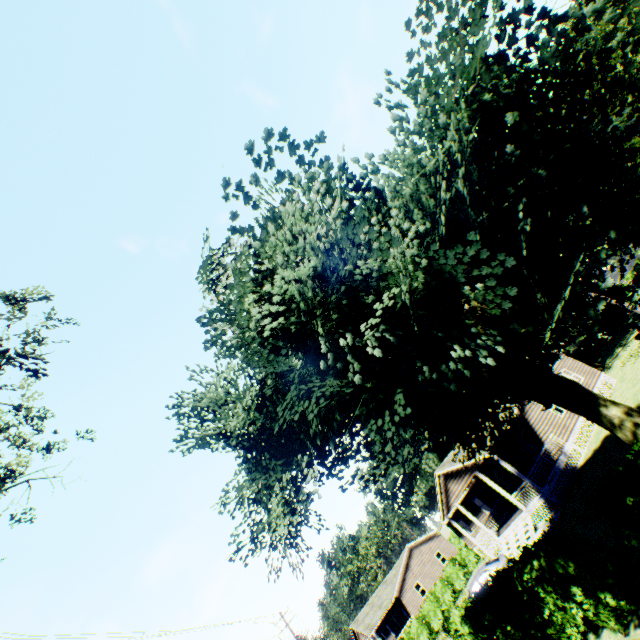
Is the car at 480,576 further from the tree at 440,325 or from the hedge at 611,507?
the hedge at 611,507

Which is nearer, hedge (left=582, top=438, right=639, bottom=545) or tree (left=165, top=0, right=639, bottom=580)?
tree (left=165, top=0, right=639, bottom=580)

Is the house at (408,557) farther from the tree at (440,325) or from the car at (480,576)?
the tree at (440,325)

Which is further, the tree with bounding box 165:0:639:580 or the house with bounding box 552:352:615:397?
the house with bounding box 552:352:615:397

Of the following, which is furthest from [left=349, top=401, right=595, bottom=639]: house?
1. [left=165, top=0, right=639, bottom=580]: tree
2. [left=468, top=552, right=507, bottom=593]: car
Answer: [left=165, top=0, right=639, bottom=580]: tree

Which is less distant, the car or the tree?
the tree

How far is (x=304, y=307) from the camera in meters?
5.4

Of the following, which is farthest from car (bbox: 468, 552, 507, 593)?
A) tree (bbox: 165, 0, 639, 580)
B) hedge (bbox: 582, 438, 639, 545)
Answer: hedge (bbox: 582, 438, 639, 545)
